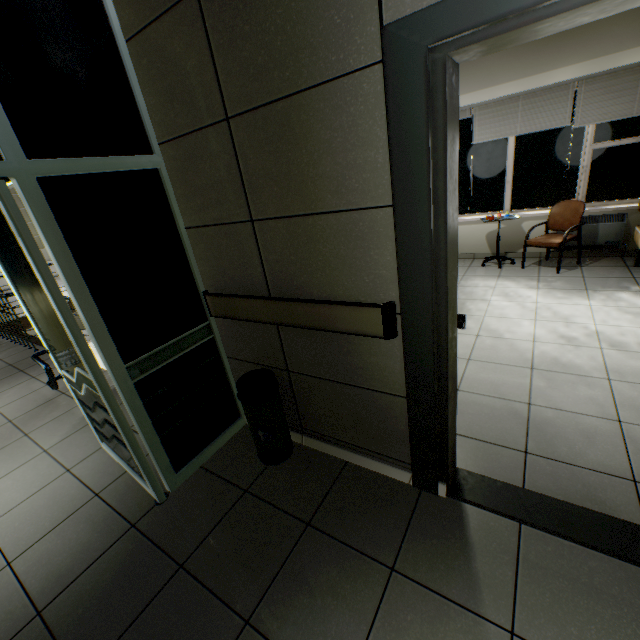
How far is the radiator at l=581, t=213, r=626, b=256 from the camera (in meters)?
4.60

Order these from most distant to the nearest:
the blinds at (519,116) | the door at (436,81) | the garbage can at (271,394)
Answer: the blinds at (519,116), the garbage can at (271,394), the door at (436,81)

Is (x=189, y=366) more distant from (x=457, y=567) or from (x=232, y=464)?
(x=457, y=567)

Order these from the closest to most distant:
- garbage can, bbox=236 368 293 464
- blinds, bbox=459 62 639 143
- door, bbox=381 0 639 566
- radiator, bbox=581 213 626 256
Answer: door, bbox=381 0 639 566 < garbage can, bbox=236 368 293 464 < blinds, bbox=459 62 639 143 < radiator, bbox=581 213 626 256

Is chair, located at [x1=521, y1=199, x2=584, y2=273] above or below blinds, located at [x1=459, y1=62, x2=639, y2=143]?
below

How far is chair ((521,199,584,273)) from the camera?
4.5m

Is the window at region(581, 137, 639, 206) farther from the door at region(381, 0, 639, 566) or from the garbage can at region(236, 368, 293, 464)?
the garbage can at region(236, 368, 293, 464)

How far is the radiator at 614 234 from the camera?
4.6 meters
